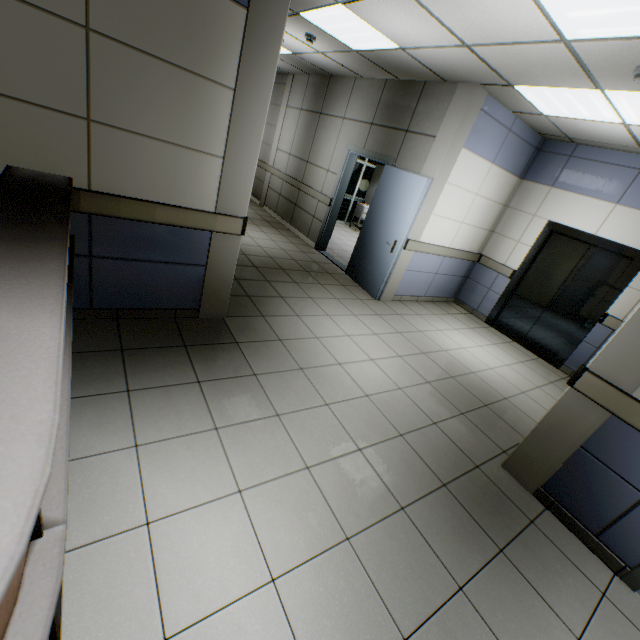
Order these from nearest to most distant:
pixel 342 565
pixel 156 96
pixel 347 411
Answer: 1. pixel 342 565
2. pixel 156 96
3. pixel 347 411

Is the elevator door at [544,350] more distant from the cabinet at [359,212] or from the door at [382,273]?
the cabinet at [359,212]

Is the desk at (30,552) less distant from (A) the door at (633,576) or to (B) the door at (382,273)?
(A) the door at (633,576)

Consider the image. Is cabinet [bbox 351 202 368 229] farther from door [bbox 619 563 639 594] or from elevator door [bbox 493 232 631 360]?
door [bbox 619 563 639 594]

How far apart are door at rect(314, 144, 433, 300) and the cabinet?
3.6 meters

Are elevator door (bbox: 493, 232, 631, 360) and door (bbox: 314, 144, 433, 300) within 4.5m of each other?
yes

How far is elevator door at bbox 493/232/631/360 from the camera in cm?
514

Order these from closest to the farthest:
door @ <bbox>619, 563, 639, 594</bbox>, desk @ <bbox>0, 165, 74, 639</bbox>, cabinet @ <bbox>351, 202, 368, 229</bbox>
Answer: desk @ <bbox>0, 165, 74, 639</bbox>, door @ <bbox>619, 563, 639, 594</bbox>, cabinet @ <bbox>351, 202, 368, 229</bbox>
